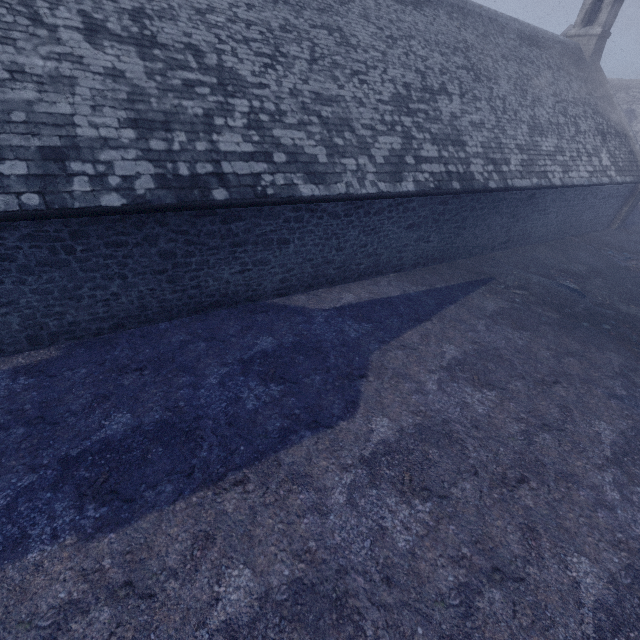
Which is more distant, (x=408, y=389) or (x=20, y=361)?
(x=408, y=389)
